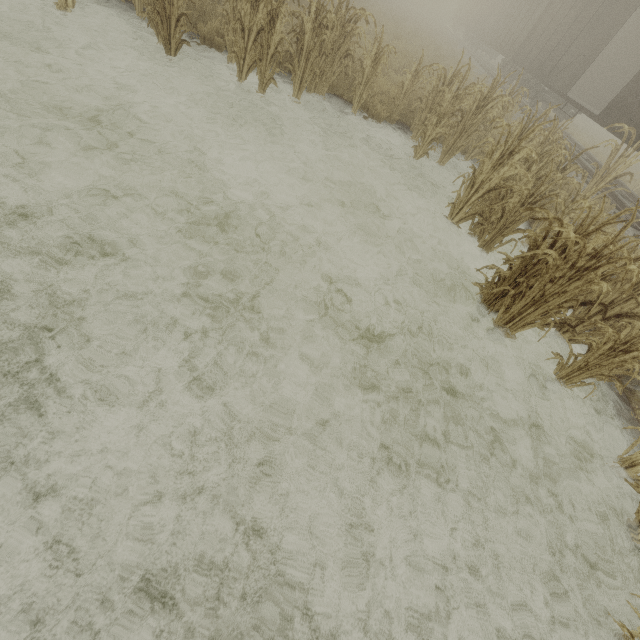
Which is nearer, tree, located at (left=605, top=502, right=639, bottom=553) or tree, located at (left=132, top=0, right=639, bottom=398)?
tree, located at (left=605, top=502, right=639, bottom=553)

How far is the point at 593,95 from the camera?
14.8 meters

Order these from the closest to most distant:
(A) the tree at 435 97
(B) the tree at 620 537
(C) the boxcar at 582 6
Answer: (B) the tree at 620 537 → (A) the tree at 435 97 → (C) the boxcar at 582 6

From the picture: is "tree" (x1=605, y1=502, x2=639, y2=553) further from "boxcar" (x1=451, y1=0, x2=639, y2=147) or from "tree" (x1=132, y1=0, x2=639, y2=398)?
"boxcar" (x1=451, y1=0, x2=639, y2=147)

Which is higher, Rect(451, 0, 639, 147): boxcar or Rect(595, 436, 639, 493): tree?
Rect(451, 0, 639, 147): boxcar

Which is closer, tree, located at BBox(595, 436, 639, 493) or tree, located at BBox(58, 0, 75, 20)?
tree, located at BBox(595, 436, 639, 493)

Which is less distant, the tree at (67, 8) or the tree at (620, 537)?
the tree at (620, 537)

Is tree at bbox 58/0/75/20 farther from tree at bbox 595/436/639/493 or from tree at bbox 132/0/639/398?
tree at bbox 595/436/639/493
